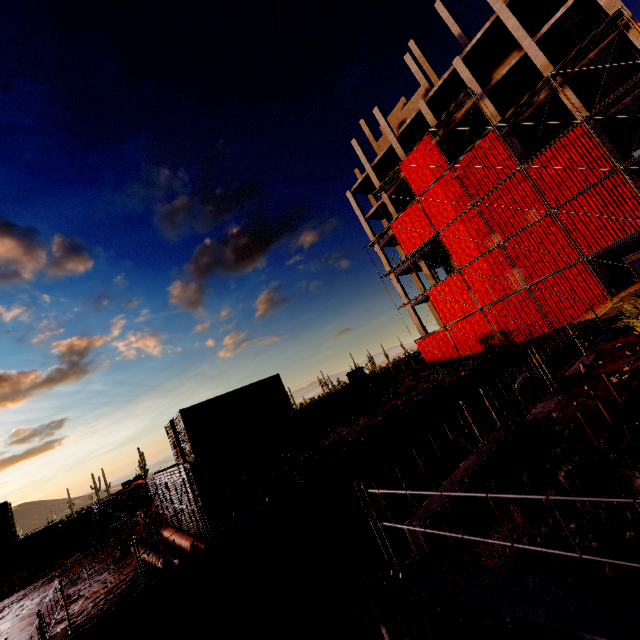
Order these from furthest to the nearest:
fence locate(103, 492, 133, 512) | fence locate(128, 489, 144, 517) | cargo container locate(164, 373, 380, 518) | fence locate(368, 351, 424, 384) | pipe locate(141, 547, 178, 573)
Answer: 1. fence locate(368, 351, 424, 384)
2. fence locate(128, 489, 144, 517)
3. fence locate(103, 492, 133, 512)
4. cargo container locate(164, 373, 380, 518)
5. pipe locate(141, 547, 178, 573)

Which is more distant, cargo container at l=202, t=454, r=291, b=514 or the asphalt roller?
the asphalt roller

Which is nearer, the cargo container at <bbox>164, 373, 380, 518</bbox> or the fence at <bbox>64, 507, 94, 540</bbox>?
the cargo container at <bbox>164, 373, 380, 518</bbox>

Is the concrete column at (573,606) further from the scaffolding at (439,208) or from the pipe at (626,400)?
the pipe at (626,400)

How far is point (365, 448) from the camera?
15.31m

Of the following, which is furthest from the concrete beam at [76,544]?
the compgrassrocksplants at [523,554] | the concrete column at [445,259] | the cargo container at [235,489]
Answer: the concrete column at [445,259]

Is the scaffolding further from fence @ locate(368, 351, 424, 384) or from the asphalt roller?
the asphalt roller

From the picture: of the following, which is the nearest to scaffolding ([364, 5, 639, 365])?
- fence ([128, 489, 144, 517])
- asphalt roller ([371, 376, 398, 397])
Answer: asphalt roller ([371, 376, 398, 397])
